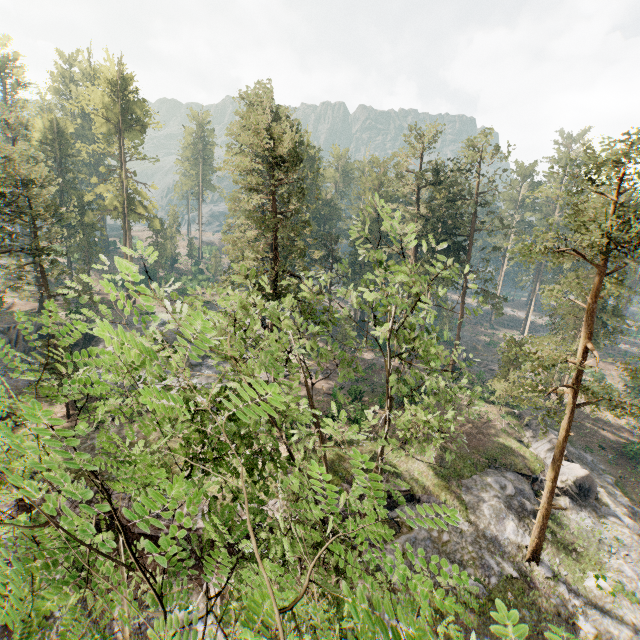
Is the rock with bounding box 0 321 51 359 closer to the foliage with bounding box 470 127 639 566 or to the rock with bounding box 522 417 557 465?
the foliage with bounding box 470 127 639 566

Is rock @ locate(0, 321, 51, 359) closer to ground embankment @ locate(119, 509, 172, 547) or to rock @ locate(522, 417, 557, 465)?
ground embankment @ locate(119, 509, 172, 547)

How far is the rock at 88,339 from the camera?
38.0 meters

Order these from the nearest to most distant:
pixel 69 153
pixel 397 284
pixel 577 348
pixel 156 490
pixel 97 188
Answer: pixel 156 490 → pixel 397 284 → pixel 577 348 → pixel 97 188 → pixel 69 153

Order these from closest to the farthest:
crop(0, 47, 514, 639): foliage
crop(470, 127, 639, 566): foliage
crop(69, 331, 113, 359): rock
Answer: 1. crop(0, 47, 514, 639): foliage
2. crop(470, 127, 639, 566): foliage
3. crop(69, 331, 113, 359): rock

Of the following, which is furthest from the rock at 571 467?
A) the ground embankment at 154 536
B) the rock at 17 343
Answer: the rock at 17 343

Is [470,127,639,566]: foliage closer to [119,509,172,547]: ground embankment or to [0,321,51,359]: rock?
[0,321,51,359]: rock
